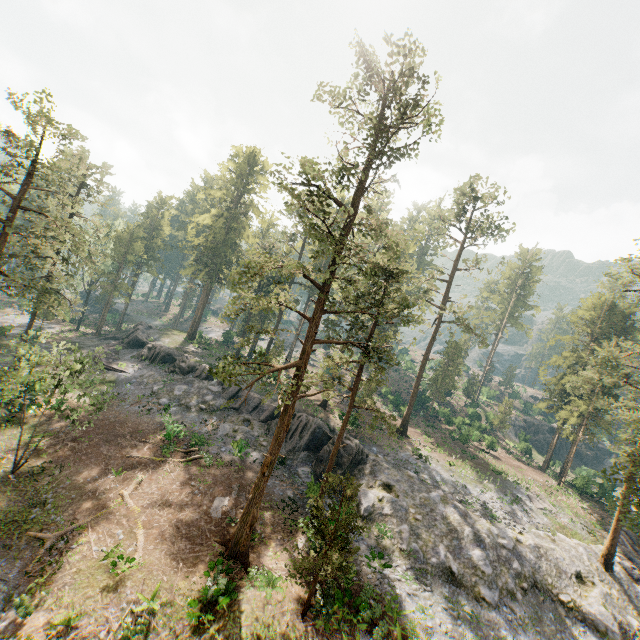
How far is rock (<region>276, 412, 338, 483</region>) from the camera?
29.48m

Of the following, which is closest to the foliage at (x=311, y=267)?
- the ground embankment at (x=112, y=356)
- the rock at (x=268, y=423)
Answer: the rock at (x=268, y=423)

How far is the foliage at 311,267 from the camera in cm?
1677

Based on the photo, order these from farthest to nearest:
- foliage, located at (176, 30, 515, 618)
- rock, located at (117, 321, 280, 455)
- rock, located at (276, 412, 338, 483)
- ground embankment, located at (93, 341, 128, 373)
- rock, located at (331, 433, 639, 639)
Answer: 1. ground embankment, located at (93, 341, 128, 373)
2. rock, located at (117, 321, 280, 455)
3. rock, located at (276, 412, 338, 483)
4. rock, located at (331, 433, 639, 639)
5. foliage, located at (176, 30, 515, 618)

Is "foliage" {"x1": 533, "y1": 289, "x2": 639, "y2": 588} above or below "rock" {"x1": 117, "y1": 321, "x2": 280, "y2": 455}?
above

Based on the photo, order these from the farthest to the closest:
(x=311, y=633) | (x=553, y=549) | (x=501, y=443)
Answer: (x=501, y=443), (x=553, y=549), (x=311, y=633)

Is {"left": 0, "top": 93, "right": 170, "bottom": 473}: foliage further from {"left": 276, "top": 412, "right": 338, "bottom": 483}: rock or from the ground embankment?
the ground embankment
